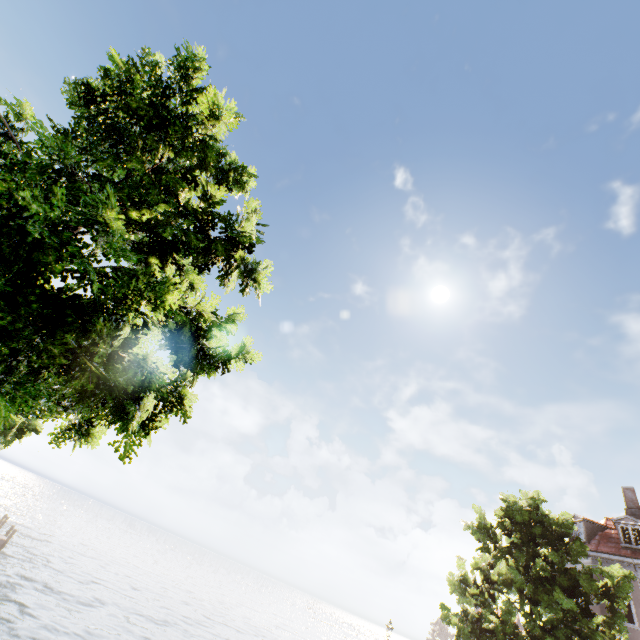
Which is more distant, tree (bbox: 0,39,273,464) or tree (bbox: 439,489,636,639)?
tree (bbox: 439,489,636,639)

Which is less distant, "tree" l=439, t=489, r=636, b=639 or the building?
"tree" l=439, t=489, r=636, b=639

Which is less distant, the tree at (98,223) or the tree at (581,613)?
the tree at (98,223)

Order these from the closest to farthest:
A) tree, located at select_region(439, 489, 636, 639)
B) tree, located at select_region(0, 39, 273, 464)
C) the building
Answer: tree, located at select_region(0, 39, 273, 464) → tree, located at select_region(439, 489, 636, 639) → the building

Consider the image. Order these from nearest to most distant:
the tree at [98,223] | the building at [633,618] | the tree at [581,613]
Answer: the tree at [98,223]
the tree at [581,613]
the building at [633,618]

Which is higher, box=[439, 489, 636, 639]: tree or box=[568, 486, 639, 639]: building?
box=[568, 486, 639, 639]: building

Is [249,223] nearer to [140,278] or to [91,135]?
[140,278]
